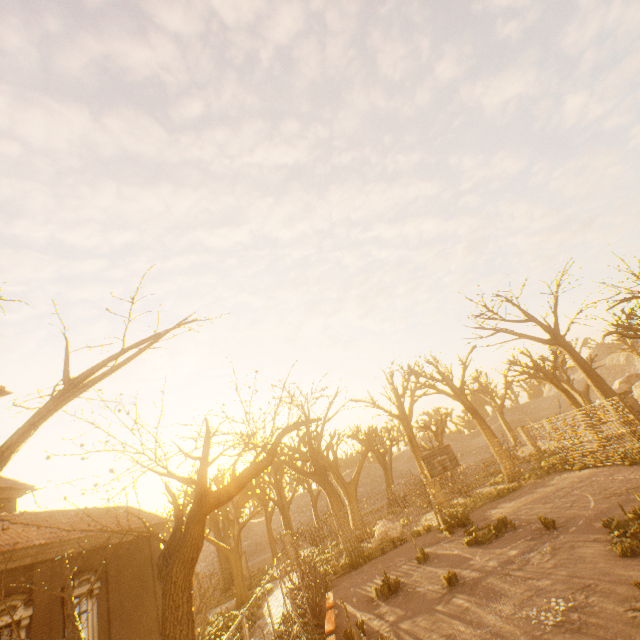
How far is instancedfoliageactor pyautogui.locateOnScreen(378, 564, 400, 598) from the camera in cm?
1224

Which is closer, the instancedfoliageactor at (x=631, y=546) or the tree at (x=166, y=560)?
the tree at (x=166, y=560)

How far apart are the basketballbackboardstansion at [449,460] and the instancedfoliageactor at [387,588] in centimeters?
534cm

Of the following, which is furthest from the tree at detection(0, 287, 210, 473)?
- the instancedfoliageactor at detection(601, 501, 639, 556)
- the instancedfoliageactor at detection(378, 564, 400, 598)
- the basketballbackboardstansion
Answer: the instancedfoliageactor at detection(378, 564, 400, 598)

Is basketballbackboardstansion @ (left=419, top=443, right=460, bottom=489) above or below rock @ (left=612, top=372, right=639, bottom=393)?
above

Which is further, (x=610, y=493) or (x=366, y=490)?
(x=366, y=490)

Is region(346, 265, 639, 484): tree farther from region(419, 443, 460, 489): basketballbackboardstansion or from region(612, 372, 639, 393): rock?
region(419, 443, 460, 489): basketballbackboardstansion

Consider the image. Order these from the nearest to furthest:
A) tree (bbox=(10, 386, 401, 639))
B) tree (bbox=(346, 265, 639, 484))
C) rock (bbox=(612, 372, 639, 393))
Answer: tree (bbox=(10, 386, 401, 639)) → tree (bbox=(346, 265, 639, 484)) → rock (bbox=(612, 372, 639, 393))
